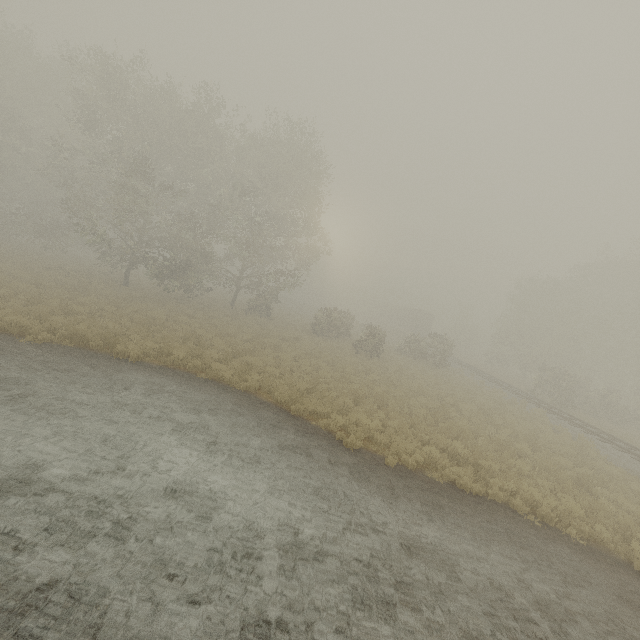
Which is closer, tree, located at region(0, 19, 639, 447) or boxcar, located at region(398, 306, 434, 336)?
tree, located at region(0, 19, 639, 447)

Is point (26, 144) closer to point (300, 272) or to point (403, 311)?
point (300, 272)

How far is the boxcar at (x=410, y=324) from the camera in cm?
5225

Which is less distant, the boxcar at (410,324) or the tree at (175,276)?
the tree at (175,276)

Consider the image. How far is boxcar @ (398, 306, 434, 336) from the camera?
52.25m
